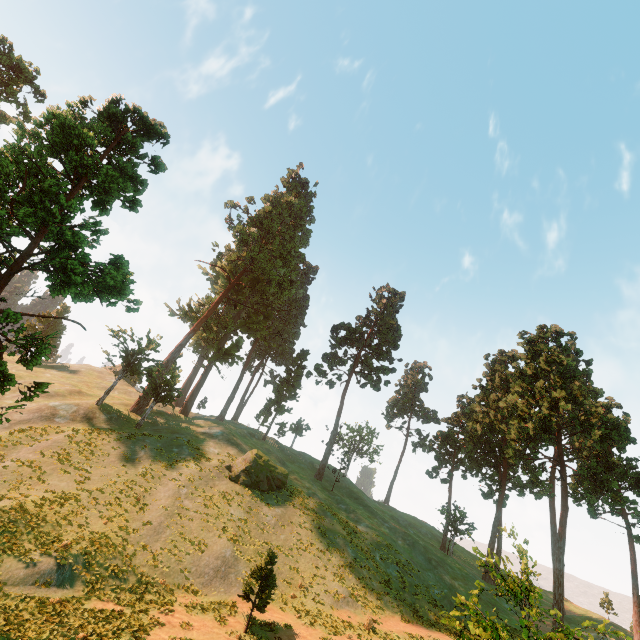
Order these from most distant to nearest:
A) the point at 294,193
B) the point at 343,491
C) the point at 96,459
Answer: the point at 294,193, the point at 343,491, the point at 96,459

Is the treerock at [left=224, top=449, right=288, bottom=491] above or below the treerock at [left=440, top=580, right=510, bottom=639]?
above

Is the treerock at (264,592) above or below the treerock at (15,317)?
below

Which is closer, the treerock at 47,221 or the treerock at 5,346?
the treerock at 5,346

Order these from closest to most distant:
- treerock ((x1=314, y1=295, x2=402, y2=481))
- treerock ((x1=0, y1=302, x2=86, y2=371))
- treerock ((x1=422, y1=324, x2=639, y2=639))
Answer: treerock ((x1=0, y1=302, x2=86, y2=371))
treerock ((x1=422, y1=324, x2=639, y2=639))
treerock ((x1=314, y1=295, x2=402, y2=481))

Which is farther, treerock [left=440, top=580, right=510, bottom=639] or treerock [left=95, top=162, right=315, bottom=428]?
treerock [left=95, top=162, right=315, bottom=428]
